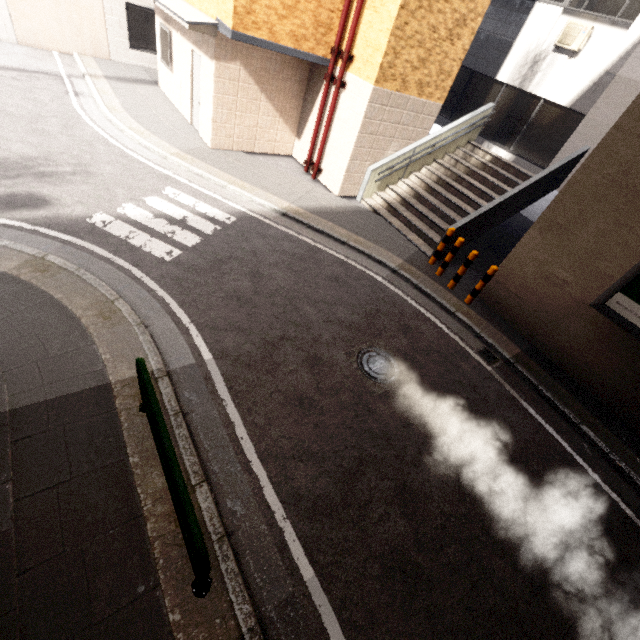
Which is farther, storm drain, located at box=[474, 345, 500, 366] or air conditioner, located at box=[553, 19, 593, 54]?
air conditioner, located at box=[553, 19, 593, 54]

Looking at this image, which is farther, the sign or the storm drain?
the storm drain

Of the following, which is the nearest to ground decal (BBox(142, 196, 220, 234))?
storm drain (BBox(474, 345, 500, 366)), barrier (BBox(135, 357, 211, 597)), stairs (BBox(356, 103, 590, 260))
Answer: barrier (BBox(135, 357, 211, 597))

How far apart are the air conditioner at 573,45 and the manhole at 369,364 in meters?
10.9 m

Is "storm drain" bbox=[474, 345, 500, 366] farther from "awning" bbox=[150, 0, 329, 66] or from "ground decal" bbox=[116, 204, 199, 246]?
"awning" bbox=[150, 0, 329, 66]

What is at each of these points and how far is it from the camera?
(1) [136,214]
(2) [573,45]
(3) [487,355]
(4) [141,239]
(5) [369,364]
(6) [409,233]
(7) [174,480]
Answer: (1) ground decal, 6.8 meters
(2) air conditioner, 9.4 meters
(3) storm drain, 6.8 meters
(4) ground decal, 6.3 meters
(5) manhole, 5.6 meters
(6) stairs, 9.7 meters
(7) barrier, 2.6 meters

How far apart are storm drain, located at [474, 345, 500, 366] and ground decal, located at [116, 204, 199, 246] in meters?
6.1

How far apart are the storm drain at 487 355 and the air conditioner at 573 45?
9.6m
